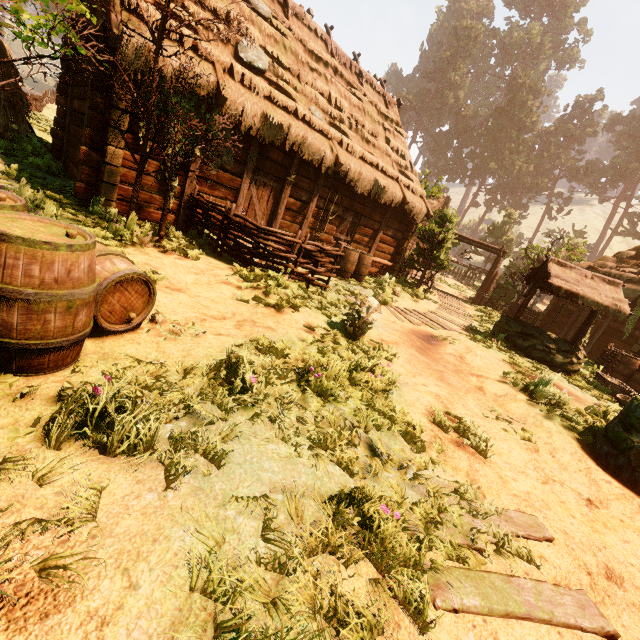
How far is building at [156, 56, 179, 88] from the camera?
6.50m

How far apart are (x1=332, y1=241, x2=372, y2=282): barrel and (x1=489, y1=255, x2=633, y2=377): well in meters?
3.8 m

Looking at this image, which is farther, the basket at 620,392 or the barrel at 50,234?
the basket at 620,392

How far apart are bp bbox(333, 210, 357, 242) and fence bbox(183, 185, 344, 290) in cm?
481

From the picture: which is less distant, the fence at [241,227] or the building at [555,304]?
the fence at [241,227]

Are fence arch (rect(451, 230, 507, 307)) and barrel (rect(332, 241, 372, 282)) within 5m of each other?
no

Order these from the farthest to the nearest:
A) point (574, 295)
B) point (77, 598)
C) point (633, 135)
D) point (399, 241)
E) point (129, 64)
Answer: point (633, 135)
point (399, 241)
point (574, 295)
point (129, 64)
point (77, 598)

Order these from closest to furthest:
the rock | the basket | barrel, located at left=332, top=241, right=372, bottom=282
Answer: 1. the rock
2. the basket
3. barrel, located at left=332, top=241, right=372, bottom=282
